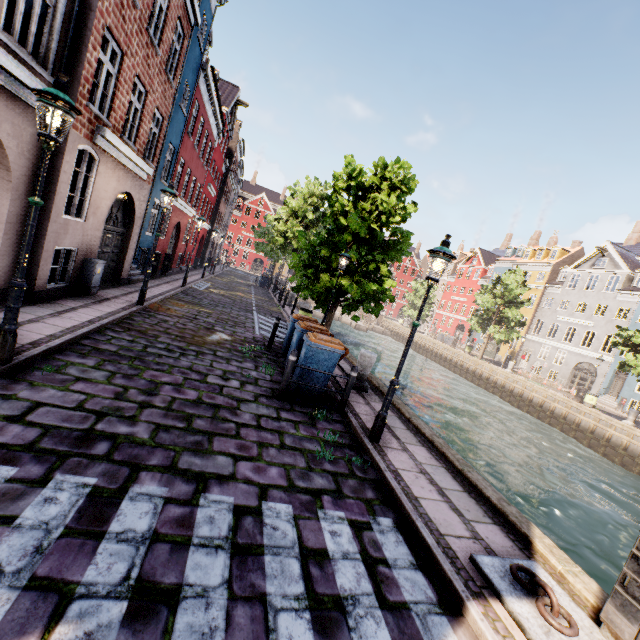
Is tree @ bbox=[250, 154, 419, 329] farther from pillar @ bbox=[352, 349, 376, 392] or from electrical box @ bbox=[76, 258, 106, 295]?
electrical box @ bbox=[76, 258, 106, 295]

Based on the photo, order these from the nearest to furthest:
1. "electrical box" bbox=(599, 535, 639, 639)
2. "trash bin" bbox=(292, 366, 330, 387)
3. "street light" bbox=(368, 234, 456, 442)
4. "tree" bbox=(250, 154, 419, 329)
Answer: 1. "electrical box" bbox=(599, 535, 639, 639)
2. "street light" bbox=(368, 234, 456, 442)
3. "trash bin" bbox=(292, 366, 330, 387)
4. "tree" bbox=(250, 154, 419, 329)

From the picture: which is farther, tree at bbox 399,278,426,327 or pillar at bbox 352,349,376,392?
tree at bbox 399,278,426,327

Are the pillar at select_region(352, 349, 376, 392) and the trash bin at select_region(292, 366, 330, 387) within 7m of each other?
yes

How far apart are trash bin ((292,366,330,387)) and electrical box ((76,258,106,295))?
6.6 meters

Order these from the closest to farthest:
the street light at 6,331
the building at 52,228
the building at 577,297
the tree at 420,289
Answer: the street light at 6,331 → the building at 52,228 → the building at 577,297 → the tree at 420,289

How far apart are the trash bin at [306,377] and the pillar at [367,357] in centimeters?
134cm

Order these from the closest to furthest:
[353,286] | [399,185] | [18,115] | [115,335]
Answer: [18,115] → [115,335] → [353,286] → [399,185]
